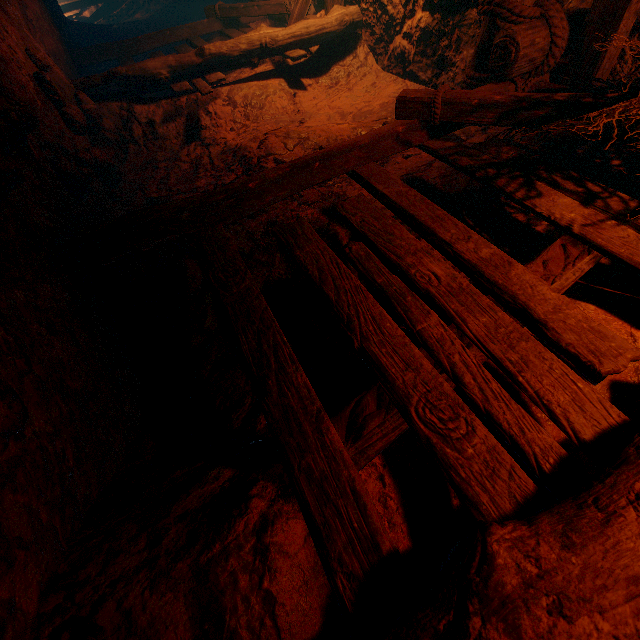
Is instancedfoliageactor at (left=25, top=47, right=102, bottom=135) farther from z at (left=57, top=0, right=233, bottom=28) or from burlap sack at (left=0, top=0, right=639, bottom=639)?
z at (left=57, top=0, right=233, bottom=28)

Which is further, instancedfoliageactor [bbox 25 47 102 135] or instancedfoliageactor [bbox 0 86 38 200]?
instancedfoliageactor [bbox 25 47 102 135]

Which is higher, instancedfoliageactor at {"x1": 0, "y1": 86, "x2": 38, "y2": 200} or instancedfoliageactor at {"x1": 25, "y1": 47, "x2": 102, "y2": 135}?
instancedfoliageactor at {"x1": 25, "y1": 47, "x2": 102, "y2": 135}

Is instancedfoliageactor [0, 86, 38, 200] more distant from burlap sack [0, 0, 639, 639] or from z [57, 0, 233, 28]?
z [57, 0, 233, 28]

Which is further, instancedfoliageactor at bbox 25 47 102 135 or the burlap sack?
instancedfoliageactor at bbox 25 47 102 135

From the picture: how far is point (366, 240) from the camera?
2.56m

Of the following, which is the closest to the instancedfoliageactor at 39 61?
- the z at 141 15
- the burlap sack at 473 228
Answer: the burlap sack at 473 228

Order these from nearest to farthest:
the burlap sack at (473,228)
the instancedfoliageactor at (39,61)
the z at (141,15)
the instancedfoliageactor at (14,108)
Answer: the burlap sack at (473,228)
the instancedfoliageactor at (14,108)
the instancedfoliageactor at (39,61)
the z at (141,15)
